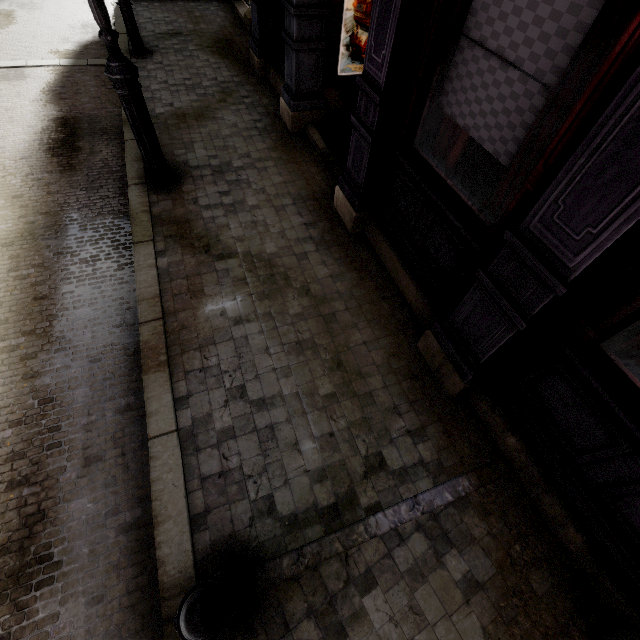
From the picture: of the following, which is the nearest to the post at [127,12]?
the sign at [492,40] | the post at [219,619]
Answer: the sign at [492,40]

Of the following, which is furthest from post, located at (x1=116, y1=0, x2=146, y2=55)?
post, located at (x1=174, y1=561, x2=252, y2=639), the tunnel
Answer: post, located at (x1=174, y1=561, x2=252, y2=639)

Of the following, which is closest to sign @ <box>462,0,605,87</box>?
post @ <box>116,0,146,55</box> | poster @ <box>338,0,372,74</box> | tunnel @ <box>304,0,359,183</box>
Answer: tunnel @ <box>304,0,359,183</box>

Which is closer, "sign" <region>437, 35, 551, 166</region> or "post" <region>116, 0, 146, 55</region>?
"sign" <region>437, 35, 551, 166</region>

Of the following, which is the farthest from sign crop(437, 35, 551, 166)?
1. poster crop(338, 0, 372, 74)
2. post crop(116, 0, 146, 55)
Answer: post crop(116, 0, 146, 55)

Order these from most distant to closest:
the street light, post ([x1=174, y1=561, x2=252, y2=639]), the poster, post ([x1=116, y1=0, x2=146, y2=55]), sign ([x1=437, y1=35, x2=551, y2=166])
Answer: post ([x1=116, y1=0, x2=146, y2=55]), the poster, the street light, sign ([x1=437, y1=35, x2=551, y2=166]), post ([x1=174, y1=561, x2=252, y2=639])

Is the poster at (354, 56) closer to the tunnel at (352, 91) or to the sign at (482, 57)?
the tunnel at (352, 91)

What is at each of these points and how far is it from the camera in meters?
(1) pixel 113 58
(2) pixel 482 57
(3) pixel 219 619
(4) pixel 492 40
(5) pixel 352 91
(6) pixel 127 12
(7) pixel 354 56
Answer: (1) street light, 3.5 m
(2) sign, 2.4 m
(3) post, 1.5 m
(4) sign, 2.3 m
(5) tunnel, 5.7 m
(6) post, 6.6 m
(7) poster, 5.3 m
